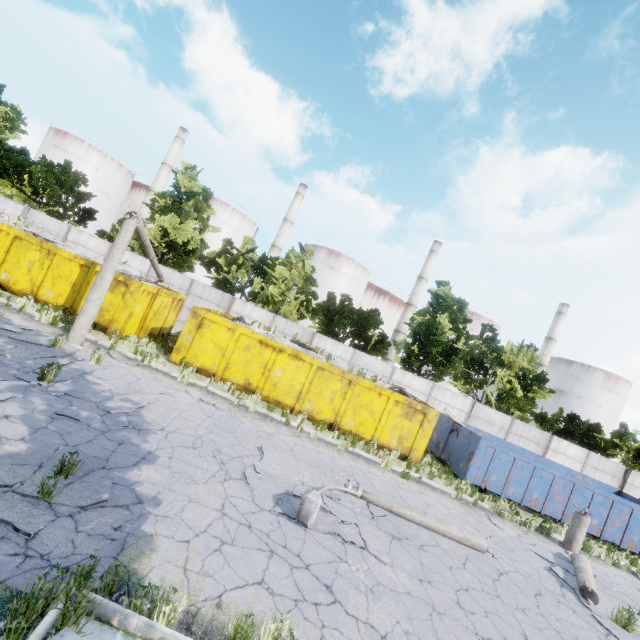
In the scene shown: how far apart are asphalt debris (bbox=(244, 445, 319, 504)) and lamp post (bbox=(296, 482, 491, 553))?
0.01m

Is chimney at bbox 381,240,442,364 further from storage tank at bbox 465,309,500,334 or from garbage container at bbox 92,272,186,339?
garbage container at bbox 92,272,186,339

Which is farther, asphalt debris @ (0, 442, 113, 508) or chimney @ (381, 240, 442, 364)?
chimney @ (381, 240, 442, 364)

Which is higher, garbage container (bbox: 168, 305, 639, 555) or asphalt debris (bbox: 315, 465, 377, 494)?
garbage container (bbox: 168, 305, 639, 555)

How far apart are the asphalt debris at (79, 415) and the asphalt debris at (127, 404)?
0.1 meters

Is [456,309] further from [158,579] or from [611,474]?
[158,579]

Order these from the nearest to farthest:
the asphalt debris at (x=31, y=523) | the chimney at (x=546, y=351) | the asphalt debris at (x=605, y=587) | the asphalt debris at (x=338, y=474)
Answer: the asphalt debris at (x=31, y=523), the asphalt debris at (x=605, y=587), the asphalt debris at (x=338, y=474), the chimney at (x=546, y=351)

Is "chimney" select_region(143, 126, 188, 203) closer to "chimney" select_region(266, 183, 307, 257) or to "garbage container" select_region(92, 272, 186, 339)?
"chimney" select_region(266, 183, 307, 257)
